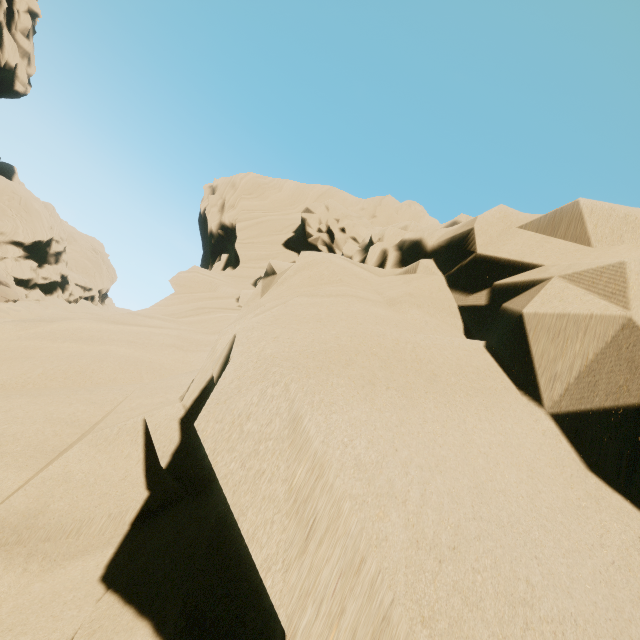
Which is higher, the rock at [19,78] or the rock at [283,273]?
the rock at [19,78]

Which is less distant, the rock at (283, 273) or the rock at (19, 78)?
the rock at (283, 273)

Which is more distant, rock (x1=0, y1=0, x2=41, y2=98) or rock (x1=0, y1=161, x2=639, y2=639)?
rock (x1=0, y1=0, x2=41, y2=98)

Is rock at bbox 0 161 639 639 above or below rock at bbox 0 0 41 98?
below

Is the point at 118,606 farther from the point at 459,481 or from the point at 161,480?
the point at 459,481
